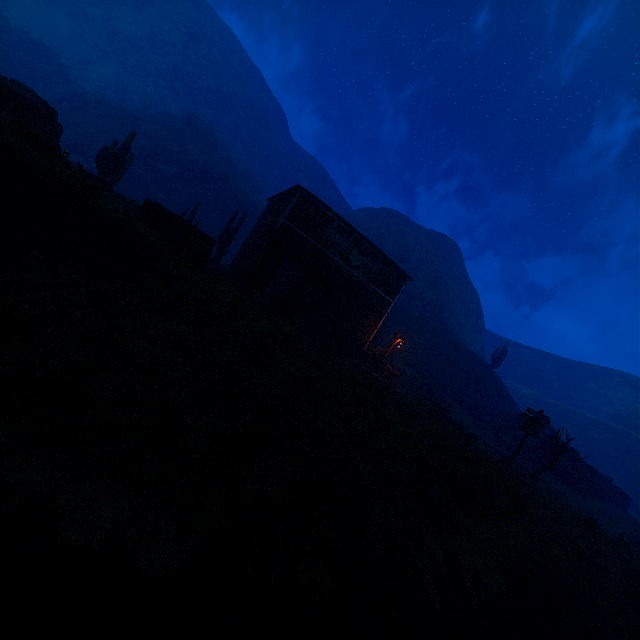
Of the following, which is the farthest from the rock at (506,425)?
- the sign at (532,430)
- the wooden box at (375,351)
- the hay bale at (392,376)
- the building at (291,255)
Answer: the building at (291,255)

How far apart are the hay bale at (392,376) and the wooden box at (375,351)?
0.28m

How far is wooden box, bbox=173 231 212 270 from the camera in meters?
13.3

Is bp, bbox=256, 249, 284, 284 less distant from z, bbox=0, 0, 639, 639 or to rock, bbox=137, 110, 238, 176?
z, bbox=0, 0, 639, 639

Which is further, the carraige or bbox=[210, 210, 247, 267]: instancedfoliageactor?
bbox=[210, 210, 247, 267]: instancedfoliageactor

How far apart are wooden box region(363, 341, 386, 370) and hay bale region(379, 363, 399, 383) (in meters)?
0.28

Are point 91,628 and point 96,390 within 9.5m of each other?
yes

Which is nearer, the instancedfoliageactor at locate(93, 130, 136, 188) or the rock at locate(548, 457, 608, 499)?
the instancedfoliageactor at locate(93, 130, 136, 188)
